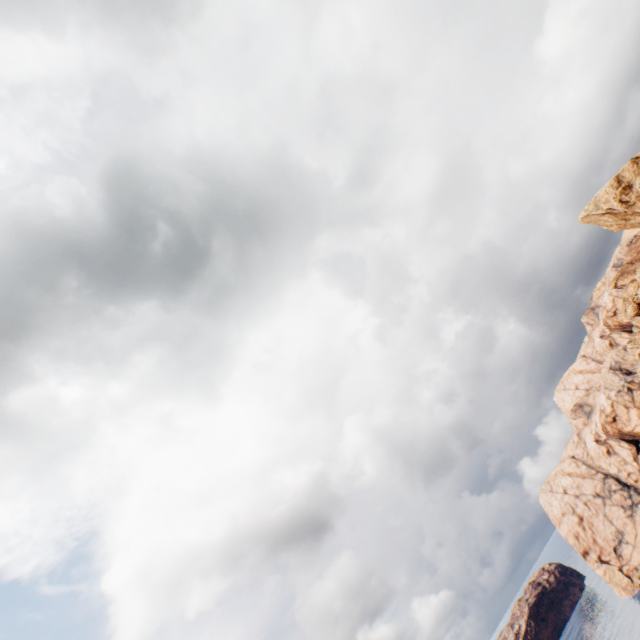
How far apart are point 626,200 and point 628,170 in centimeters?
536cm
